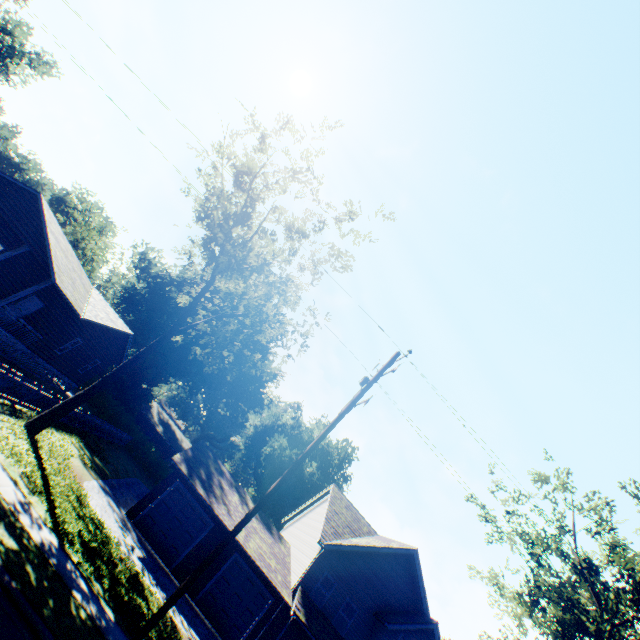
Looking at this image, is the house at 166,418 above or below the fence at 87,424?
above

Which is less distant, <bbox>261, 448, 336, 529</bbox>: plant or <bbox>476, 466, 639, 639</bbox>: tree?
<bbox>476, 466, 639, 639</bbox>: tree

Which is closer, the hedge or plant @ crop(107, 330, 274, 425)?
the hedge

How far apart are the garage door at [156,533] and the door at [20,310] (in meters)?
14.50

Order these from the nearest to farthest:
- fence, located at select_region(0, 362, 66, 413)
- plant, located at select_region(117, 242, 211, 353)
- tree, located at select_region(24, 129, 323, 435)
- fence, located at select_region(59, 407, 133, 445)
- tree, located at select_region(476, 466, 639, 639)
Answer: fence, located at select_region(0, 362, 66, 413) → tree, located at select_region(476, 466, 639, 639) → tree, located at select_region(24, 129, 323, 435) → fence, located at select_region(59, 407, 133, 445) → plant, located at select_region(117, 242, 211, 353)

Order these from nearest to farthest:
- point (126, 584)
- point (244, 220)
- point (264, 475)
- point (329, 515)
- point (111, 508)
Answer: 1. point (126, 584)
2. point (111, 508)
3. point (244, 220)
4. point (329, 515)
5. point (264, 475)

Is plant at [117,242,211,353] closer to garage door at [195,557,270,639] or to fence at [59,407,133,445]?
fence at [59,407,133,445]

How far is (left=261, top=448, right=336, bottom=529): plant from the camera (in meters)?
50.12
